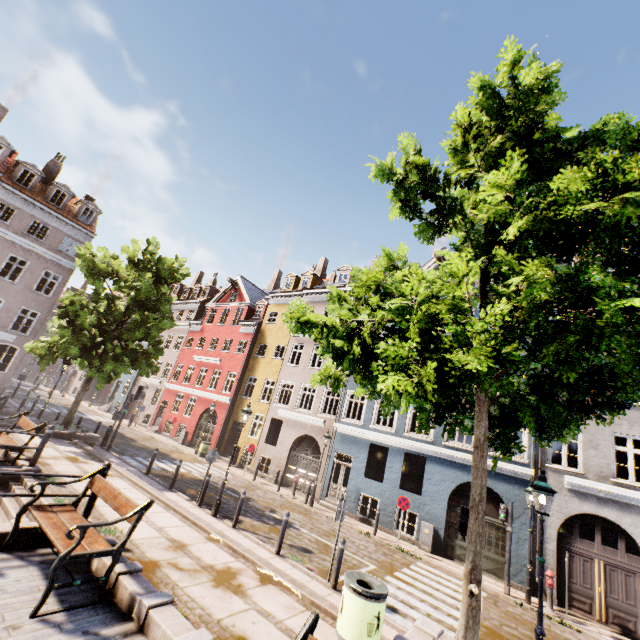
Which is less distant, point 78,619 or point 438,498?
point 78,619

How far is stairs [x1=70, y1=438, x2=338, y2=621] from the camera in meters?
6.2 m

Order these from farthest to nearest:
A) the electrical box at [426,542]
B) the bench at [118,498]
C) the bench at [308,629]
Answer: the electrical box at [426,542]
the bench at [118,498]
the bench at [308,629]

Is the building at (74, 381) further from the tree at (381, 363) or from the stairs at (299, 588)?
the stairs at (299, 588)

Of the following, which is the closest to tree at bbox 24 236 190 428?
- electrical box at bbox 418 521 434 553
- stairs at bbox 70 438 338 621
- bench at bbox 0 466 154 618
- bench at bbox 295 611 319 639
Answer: stairs at bbox 70 438 338 621

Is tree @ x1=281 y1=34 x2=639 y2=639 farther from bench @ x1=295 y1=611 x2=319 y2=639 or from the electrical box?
the electrical box

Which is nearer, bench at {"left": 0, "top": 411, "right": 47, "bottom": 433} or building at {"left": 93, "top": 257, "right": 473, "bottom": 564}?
bench at {"left": 0, "top": 411, "right": 47, "bottom": 433}

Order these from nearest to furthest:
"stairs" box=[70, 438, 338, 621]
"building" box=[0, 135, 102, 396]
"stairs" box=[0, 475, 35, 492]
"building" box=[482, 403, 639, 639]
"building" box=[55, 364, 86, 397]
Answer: "stairs" box=[70, 438, 338, 621]
"stairs" box=[0, 475, 35, 492]
"building" box=[482, 403, 639, 639]
"building" box=[0, 135, 102, 396]
"building" box=[55, 364, 86, 397]
